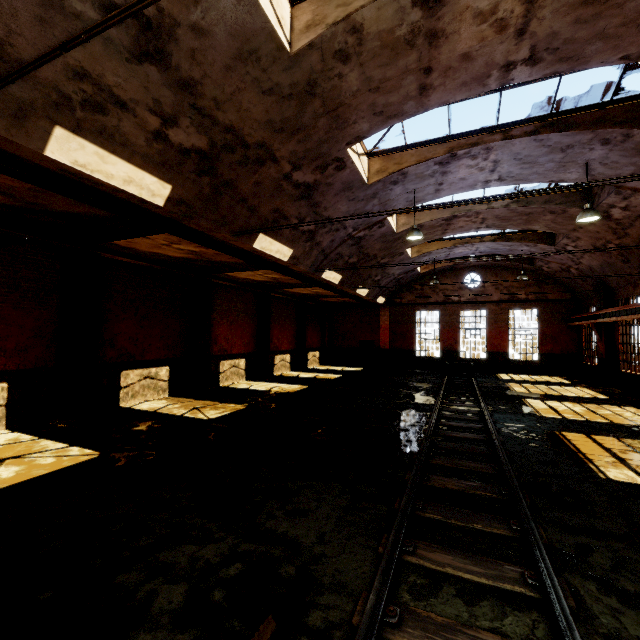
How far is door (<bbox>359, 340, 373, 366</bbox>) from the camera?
26.5m

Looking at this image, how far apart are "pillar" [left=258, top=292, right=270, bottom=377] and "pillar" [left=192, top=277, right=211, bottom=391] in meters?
4.2

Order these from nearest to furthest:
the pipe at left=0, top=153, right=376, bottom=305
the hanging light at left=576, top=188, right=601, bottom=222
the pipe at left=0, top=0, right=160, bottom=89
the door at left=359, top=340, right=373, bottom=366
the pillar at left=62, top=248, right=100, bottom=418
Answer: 1. the pipe at left=0, top=0, right=160, bottom=89
2. the pipe at left=0, top=153, right=376, bottom=305
3. the hanging light at left=576, top=188, right=601, bottom=222
4. the pillar at left=62, top=248, right=100, bottom=418
5. the door at left=359, top=340, right=373, bottom=366

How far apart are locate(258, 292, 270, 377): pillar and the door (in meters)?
10.09

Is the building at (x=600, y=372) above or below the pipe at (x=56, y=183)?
below

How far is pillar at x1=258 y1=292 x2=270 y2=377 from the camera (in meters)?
18.48

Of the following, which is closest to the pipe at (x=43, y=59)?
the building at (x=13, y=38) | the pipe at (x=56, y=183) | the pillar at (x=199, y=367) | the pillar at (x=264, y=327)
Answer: the building at (x=13, y=38)

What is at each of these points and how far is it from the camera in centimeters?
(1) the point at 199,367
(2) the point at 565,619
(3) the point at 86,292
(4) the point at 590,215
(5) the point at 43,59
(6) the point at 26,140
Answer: (1) pillar, 1395cm
(2) rail track, 274cm
(3) pillar, 972cm
(4) hanging light, 877cm
(5) pipe, 300cm
(6) building, 430cm
